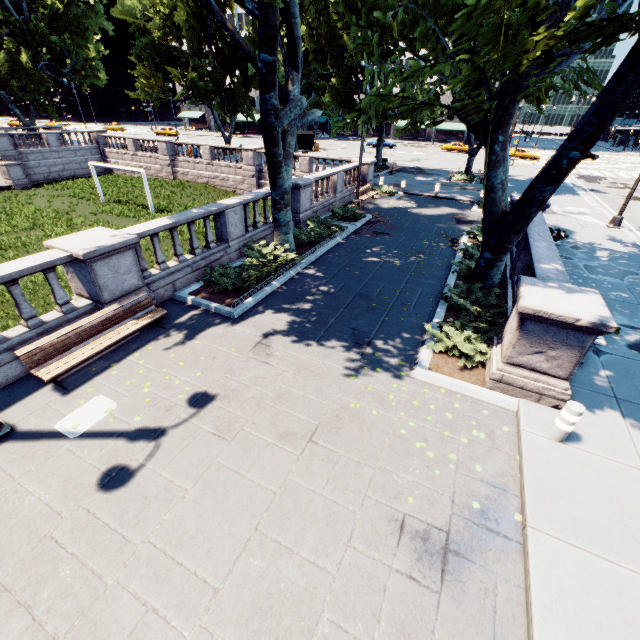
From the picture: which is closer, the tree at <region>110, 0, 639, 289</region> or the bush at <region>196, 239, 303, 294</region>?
the tree at <region>110, 0, 639, 289</region>

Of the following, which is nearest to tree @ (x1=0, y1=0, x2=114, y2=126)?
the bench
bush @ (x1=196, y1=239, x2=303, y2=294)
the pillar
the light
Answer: bush @ (x1=196, y1=239, x2=303, y2=294)

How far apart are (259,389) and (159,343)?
3.1m

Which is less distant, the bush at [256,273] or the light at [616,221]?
the bush at [256,273]

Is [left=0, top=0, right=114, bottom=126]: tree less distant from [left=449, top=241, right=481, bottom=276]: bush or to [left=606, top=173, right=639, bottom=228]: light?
[left=449, top=241, right=481, bottom=276]: bush

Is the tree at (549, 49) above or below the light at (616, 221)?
above

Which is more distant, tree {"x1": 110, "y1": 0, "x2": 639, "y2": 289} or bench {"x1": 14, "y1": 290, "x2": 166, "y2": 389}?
bench {"x1": 14, "y1": 290, "x2": 166, "y2": 389}

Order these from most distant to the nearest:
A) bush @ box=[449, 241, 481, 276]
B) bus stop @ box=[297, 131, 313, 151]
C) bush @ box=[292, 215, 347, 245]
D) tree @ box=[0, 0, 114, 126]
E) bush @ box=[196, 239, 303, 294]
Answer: bus stop @ box=[297, 131, 313, 151] → tree @ box=[0, 0, 114, 126] → bush @ box=[292, 215, 347, 245] → bush @ box=[449, 241, 481, 276] → bush @ box=[196, 239, 303, 294]
